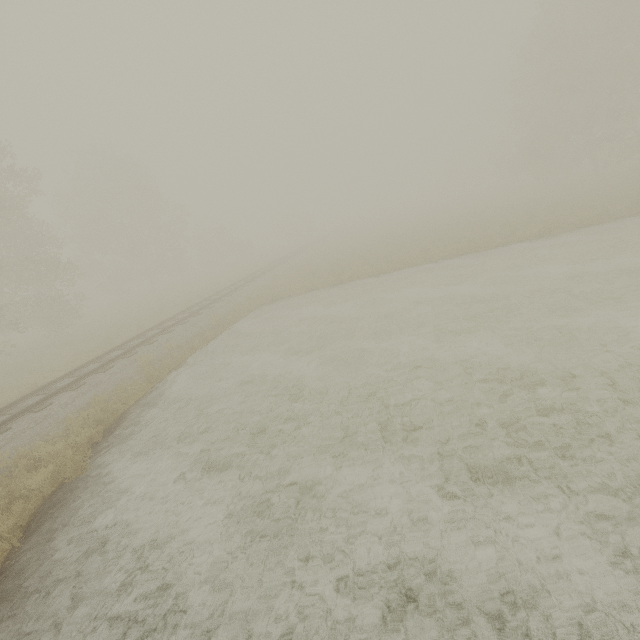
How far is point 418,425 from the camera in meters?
6.6 m
